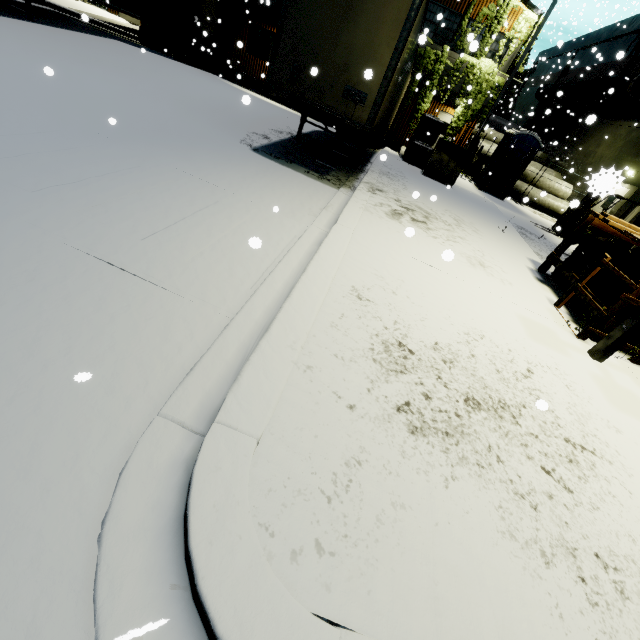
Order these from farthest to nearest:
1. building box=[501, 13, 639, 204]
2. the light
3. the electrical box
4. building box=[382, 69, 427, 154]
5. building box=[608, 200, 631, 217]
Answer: building box=[382, 69, 427, 154], building box=[501, 13, 639, 204], building box=[608, 200, 631, 217], the electrical box, the light

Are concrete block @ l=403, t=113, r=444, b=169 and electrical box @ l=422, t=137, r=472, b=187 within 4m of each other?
yes

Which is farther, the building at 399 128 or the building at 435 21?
the building at 399 128

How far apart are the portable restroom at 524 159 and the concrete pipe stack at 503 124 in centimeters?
1518cm

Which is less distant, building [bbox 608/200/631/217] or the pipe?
building [bbox 608/200/631/217]

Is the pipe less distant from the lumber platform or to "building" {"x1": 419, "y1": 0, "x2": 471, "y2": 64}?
"building" {"x1": 419, "y1": 0, "x2": 471, "y2": 64}

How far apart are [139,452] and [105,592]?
0.7 meters

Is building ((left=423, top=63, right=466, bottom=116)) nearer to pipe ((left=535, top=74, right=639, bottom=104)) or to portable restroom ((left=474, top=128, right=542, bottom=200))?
pipe ((left=535, top=74, right=639, bottom=104))
